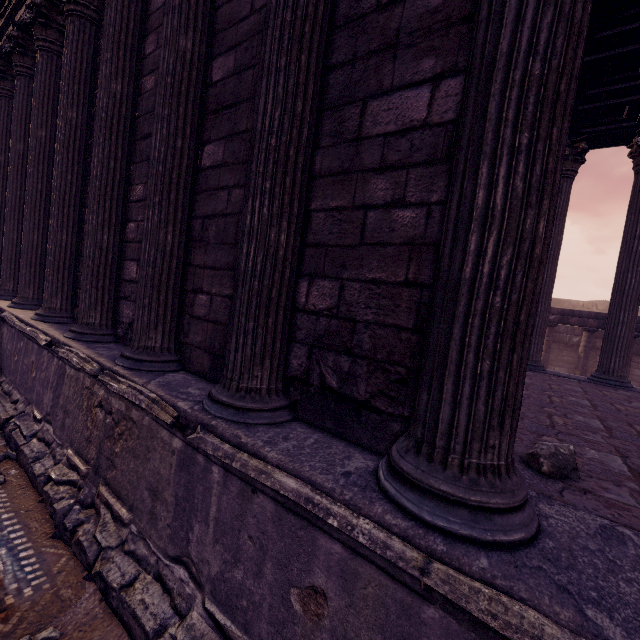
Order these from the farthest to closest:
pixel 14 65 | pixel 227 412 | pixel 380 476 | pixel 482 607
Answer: pixel 14 65, pixel 227 412, pixel 380 476, pixel 482 607

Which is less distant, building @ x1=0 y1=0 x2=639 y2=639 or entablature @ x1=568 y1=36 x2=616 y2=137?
building @ x1=0 y1=0 x2=639 y2=639

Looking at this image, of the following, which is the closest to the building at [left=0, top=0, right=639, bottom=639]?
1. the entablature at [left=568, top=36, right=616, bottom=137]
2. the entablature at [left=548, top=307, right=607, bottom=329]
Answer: the entablature at [left=568, top=36, right=616, bottom=137]

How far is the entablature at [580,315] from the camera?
10.69m

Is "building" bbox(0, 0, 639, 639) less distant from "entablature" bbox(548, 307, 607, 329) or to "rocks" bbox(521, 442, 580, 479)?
"rocks" bbox(521, 442, 580, 479)

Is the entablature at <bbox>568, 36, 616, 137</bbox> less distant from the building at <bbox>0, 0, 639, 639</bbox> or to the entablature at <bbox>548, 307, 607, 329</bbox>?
the building at <bbox>0, 0, 639, 639</bbox>

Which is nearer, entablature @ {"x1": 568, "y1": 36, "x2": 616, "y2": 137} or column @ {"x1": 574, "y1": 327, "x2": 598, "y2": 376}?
entablature @ {"x1": 568, "y1": 36, "x2": 616, "y2": 137}

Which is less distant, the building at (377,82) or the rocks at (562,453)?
the building at (377,82)
